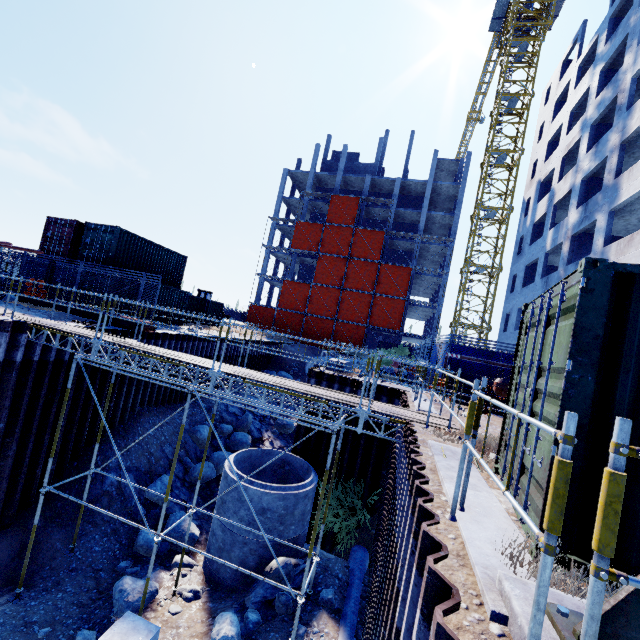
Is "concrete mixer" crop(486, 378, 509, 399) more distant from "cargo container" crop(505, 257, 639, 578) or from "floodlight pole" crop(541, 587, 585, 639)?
"floodlight pole" crop(541, 587, 585, 639)

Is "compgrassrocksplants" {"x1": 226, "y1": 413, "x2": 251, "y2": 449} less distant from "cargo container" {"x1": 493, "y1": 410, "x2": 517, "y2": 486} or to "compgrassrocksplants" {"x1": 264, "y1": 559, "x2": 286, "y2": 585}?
"compgrassrocksplants" {"x1": 264, "y1": 559, "x2": 286, "y2": 585}

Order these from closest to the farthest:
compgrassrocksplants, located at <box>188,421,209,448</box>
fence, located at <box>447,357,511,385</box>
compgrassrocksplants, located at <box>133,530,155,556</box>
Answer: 1. compgrassrocksplants, located at <box>133,530,155,556</box>
2. fence, located at <box>447,357,511,385</box>
3. compgrassrocksplants, located at <box>188,421,209,448</box>

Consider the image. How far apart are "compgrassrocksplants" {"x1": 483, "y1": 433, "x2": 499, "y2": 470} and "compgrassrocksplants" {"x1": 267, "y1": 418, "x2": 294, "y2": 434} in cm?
1684

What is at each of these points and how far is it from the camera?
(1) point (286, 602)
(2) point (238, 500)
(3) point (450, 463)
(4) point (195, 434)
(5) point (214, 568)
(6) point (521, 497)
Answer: (1) compgrassrocksplants, 8.4m
(2) concrete pipe, 10.2m
(3) concrete column, 4.8m
(4) compgrassrocksplants, 16.6m
(5) concrete pipe, 10.3m
(6) cargo container, 3.5m

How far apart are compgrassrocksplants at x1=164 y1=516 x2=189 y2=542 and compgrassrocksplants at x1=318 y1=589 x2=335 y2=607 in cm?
541

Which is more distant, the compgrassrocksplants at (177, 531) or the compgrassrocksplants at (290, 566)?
the compgrassrocksplants at (177, 531)

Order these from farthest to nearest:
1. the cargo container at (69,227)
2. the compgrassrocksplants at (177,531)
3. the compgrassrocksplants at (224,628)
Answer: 1. the cargo container at (69,227)
2. the compgrassrocksplants at (177,531)
3. the compgrassrocksplants at (224,628)
